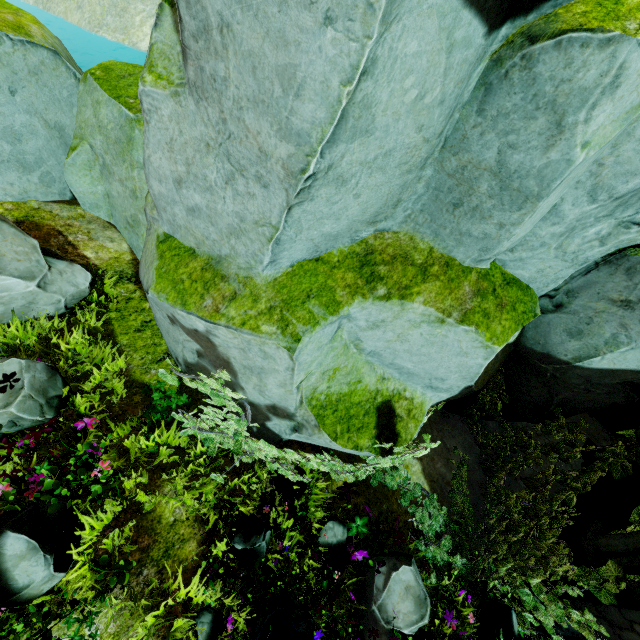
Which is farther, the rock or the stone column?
the stone column

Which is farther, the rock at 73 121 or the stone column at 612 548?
the stone column at 612 548

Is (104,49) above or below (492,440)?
below
